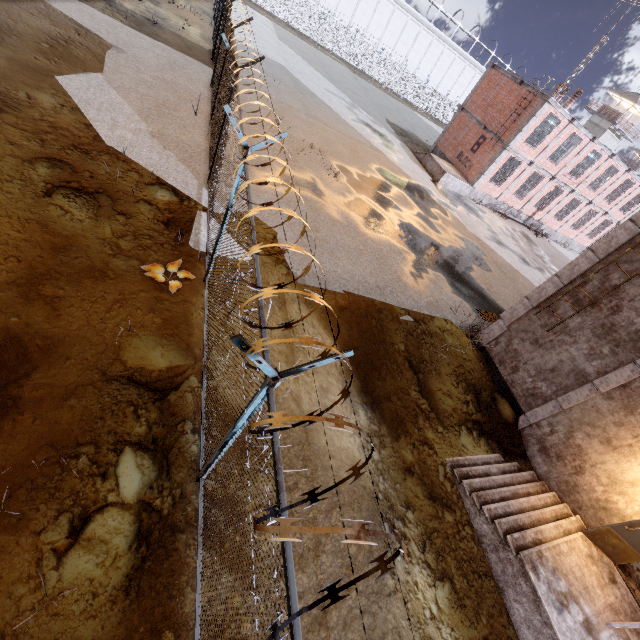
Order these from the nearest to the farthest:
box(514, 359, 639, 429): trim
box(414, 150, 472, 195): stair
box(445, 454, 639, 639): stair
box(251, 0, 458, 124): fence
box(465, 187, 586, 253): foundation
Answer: box(445, 454, 639, 639): stair
box(514, 359, 639, 429): trim
box(414, 150, 472, 195): stair
box(465, 187, 586, 253): foundation
box(251, 0, 458, 124): fence

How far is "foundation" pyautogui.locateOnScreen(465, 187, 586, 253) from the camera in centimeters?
2478cm

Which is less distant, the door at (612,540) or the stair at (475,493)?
the stair at (475,493)

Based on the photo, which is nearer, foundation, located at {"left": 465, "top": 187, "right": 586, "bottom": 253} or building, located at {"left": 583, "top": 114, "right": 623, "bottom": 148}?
foundation, located at {"left": 465, "top": 187, "right": 586, "bottom": 253}

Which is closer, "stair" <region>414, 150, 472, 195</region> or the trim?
the trim

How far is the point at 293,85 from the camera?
21.0 meters

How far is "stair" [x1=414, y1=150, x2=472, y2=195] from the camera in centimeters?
2298cm

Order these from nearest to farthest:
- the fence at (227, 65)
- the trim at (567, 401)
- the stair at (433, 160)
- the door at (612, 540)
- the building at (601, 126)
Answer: the fence at (227, 65) → the door at (612, 540) → the trim at (567, 401) → the stair at (433, 160) → the building at (601, 126)
